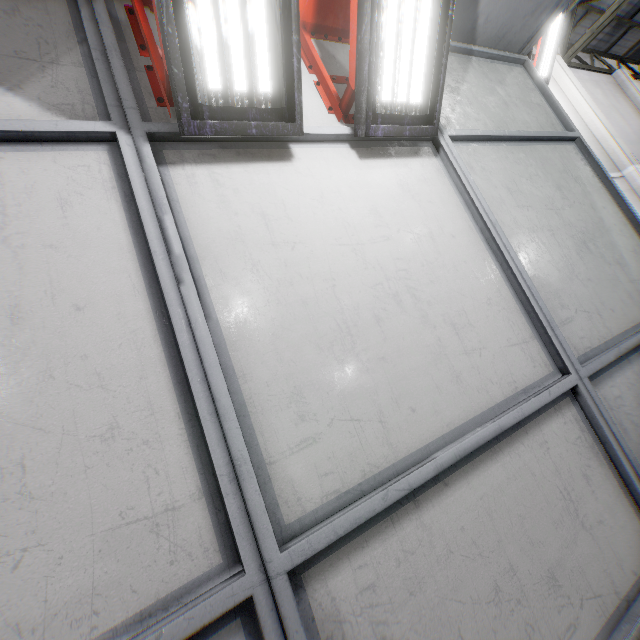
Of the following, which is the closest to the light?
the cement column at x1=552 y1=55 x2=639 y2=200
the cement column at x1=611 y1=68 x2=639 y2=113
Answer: the cement column at x1=552 y1=55 x2=639 y2=200

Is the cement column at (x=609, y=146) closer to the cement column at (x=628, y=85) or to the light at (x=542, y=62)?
the light at (x=542, y=62)

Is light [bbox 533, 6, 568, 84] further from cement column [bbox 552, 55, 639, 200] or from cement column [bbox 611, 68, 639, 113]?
cement column [bbox 611, 68, 639, 113]

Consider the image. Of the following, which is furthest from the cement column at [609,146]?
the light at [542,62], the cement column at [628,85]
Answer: the cement column at [628,85]

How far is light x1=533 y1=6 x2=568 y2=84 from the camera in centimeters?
767cm

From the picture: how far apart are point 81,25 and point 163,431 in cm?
204

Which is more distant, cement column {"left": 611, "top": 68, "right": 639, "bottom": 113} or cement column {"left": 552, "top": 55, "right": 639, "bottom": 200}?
cement column {"left": 611, "top": 68, "right": 639, "bottom": 113}
